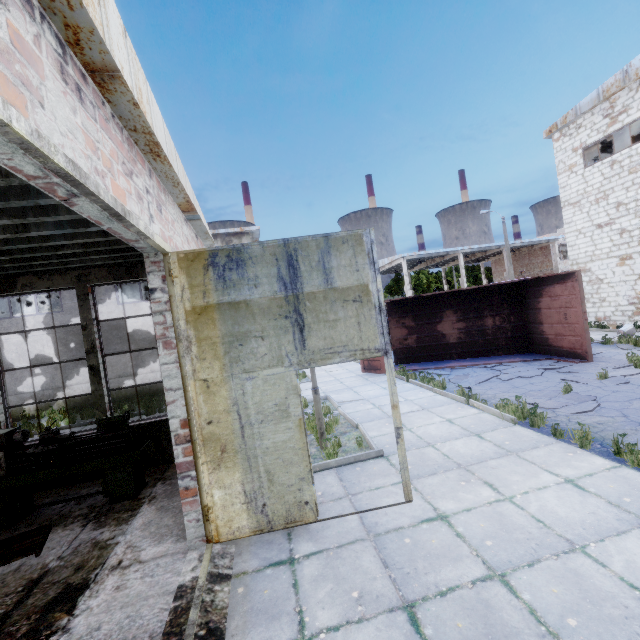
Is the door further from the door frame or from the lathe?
the lathe

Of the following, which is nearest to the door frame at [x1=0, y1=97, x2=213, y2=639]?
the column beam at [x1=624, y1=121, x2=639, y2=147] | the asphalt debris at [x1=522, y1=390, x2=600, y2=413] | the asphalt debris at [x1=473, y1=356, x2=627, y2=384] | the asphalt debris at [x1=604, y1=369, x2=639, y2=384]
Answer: the asphalt debris at [x1=522, y1=390, x2=600, y2=413]

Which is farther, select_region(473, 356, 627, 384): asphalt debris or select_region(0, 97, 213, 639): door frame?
select_region(473, 356, 627, 384): asphalt debris

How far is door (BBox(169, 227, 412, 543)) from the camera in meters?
4.2 m

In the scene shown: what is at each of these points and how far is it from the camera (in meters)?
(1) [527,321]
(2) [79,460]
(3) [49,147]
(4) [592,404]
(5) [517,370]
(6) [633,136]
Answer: (1) truck dump body, 13.01
(2) lathe, 5.72
(3) door frame, 1.81
(4) asphalt debris, 7.06
(5) asphalt debris, 11.01
(6) column beam, 18.11

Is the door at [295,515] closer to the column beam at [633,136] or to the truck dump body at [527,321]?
the truck dump body at [527,321]

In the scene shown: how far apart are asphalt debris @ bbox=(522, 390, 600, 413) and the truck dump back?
5.1m

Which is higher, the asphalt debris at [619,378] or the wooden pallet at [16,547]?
the wooden pallet at [16,547]
